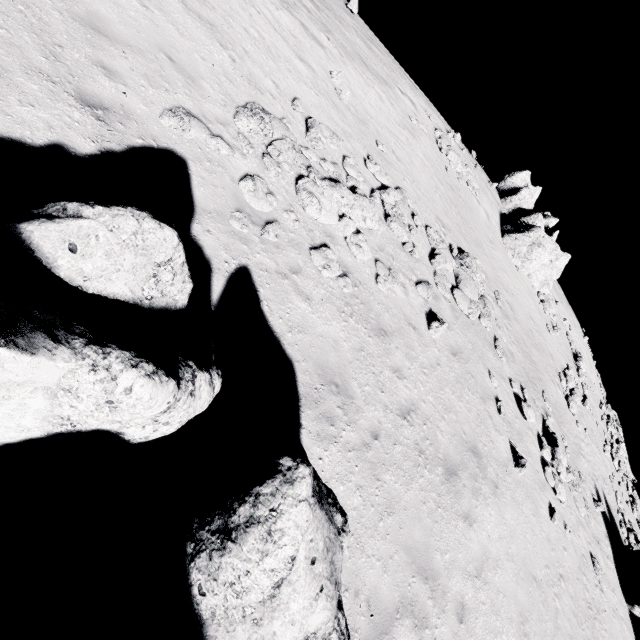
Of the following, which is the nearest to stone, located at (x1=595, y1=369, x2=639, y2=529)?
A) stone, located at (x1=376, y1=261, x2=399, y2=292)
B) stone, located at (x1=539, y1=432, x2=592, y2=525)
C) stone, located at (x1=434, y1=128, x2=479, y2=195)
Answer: stone, located at (x1=539, y1=432, x2=592, y2=525)

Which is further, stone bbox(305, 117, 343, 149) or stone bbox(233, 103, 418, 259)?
stone bbox(305, 117, 343, 149)

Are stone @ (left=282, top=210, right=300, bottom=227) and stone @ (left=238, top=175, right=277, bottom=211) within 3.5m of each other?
yes

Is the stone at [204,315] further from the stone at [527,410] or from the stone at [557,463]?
the stone at [557,463]

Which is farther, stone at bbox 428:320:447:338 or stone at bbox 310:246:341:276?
stone at bbox 428:320:447:338

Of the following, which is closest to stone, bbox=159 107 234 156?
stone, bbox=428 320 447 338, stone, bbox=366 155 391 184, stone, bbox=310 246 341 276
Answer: stone, bbox=310 246 341 276

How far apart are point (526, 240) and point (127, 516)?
25.79m

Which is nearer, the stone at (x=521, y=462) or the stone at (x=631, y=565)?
the stone at (x=521, y=462)
